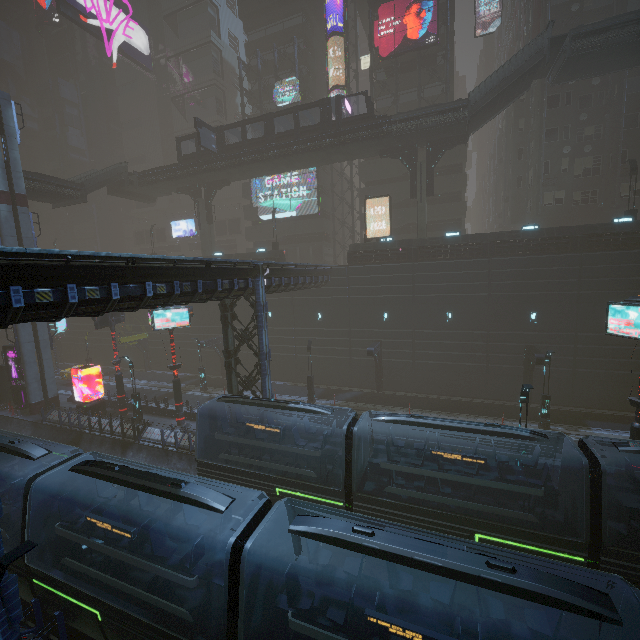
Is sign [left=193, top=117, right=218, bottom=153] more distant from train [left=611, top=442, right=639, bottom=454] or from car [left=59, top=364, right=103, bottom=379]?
train [left=611, top=442, right=639, bottom=454]

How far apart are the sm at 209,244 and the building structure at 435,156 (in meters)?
25.74

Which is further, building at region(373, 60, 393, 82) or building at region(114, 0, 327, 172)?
building at region(114, 0, 327, 172)

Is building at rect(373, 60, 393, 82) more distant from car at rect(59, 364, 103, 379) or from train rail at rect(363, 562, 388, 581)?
car at rect(59, 364, 103, 379)

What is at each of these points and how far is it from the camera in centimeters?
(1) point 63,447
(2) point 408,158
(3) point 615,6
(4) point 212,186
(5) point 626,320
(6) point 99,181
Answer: (1) train rail, 2325cm
(2) building structure, 3036cm
(3) building, 2900cm
(4) building structure, 3872cm
(5) sign, 1398cm
(6) stairs, 3509cm

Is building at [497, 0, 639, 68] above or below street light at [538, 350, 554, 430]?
above

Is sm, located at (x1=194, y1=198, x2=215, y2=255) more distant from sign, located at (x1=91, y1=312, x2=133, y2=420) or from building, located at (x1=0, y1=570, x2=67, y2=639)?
sign, located at (x1=91, y1=312, x2=133, y2=420)

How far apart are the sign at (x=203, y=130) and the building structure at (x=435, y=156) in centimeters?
2104cm
